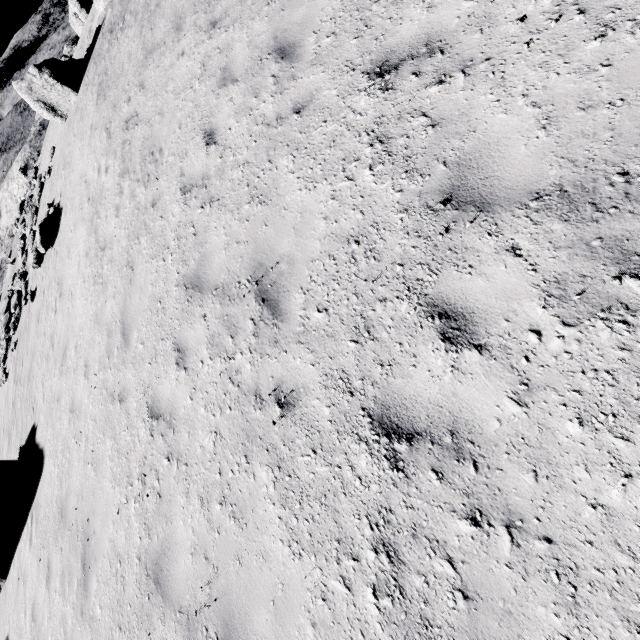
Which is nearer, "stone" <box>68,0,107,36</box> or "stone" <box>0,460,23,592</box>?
"stone" <box>0,460,23,592</box>

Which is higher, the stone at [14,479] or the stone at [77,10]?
the stone at [77,10]

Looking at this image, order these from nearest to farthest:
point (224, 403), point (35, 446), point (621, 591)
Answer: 1. point (621, 591)
2. point (224, 403)
3. point (35, 446)

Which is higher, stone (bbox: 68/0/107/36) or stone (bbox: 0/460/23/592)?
stone (bbox: 68/0/107/36)

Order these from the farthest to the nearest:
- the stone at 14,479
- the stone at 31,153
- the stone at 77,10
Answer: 1. the stone at 77,10
2. the stone at 31,153
3. the stone at 14,479

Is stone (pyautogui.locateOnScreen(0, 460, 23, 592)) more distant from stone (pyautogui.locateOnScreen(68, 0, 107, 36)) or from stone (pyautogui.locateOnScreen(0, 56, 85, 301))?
stone (pyautogui.locateOnScreen(68, 0, 107, 36))
